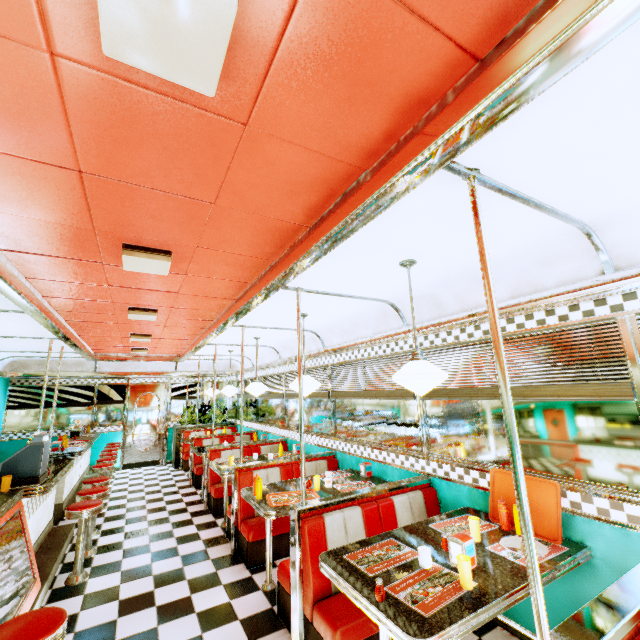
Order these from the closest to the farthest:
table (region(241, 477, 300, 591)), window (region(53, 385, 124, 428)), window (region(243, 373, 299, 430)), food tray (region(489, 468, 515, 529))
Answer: food tray (region(489, 468, 515, 529)), table (region(241, 477, 300, 591)), window (region(243, 373, 299, 430)), window (region(53, 385, 124, 428))

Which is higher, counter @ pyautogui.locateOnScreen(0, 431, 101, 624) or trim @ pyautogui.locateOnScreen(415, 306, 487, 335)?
trim @ pyautogui.locateOnScreen(415, 306, 487, 335)

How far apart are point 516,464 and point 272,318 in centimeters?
366cm

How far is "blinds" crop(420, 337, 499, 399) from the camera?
3.02m

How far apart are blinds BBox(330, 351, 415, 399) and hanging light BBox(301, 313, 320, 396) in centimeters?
78cm

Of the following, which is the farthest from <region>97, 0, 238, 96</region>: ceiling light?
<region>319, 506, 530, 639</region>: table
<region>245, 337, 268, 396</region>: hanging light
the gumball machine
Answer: the gumball machine

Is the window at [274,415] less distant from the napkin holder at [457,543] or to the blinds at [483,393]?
the blinds at [483,393]

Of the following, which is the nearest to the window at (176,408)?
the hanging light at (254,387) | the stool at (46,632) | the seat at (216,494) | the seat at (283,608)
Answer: the seat at (216,494)
